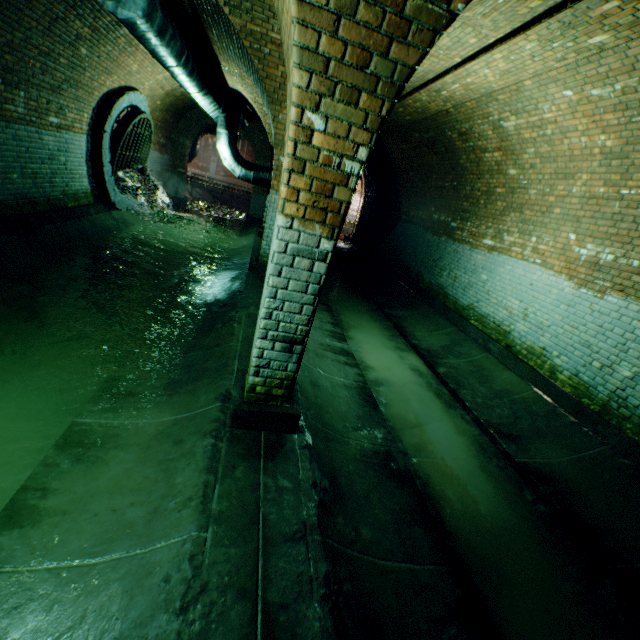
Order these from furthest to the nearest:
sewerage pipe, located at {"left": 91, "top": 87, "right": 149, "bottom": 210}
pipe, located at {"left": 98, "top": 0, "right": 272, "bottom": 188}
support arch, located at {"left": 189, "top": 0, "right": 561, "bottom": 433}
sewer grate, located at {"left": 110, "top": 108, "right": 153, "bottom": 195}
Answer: sewer grate, located at {"left": 110, "top": 108, "right": 153, "bottom": 195}, sewerage pipe, located at {"left": 91, "top": 87, "right": 149, "bottom": 210}, pipe, located at {"left": 98, "top": 0, "right": 272, "bottom": 188}, support arch, located at {"left": 189, "top": 0, "right": 561, "bottom": 433}

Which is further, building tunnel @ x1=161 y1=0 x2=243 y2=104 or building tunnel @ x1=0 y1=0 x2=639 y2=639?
building tunnel @ x1=161 y1=0 x2=243 y2=104

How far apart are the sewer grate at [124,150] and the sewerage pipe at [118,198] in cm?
1

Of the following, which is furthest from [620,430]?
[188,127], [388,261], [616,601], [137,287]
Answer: [188,127]

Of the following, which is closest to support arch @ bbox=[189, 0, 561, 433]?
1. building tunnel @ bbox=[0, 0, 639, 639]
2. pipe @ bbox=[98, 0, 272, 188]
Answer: building tunnel @ bbox=[0, 0, 639, 639]

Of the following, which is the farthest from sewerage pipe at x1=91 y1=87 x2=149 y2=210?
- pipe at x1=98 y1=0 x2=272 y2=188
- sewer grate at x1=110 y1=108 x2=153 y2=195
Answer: pipe at x1=98 y1=0 x2=272 y2=188

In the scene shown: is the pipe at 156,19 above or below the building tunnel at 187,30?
below

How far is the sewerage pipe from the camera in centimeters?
808cm
